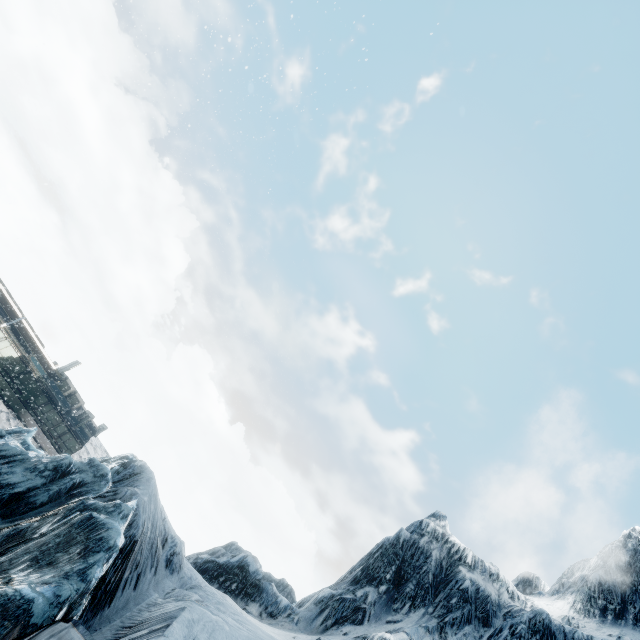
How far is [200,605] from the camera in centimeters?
845cm
